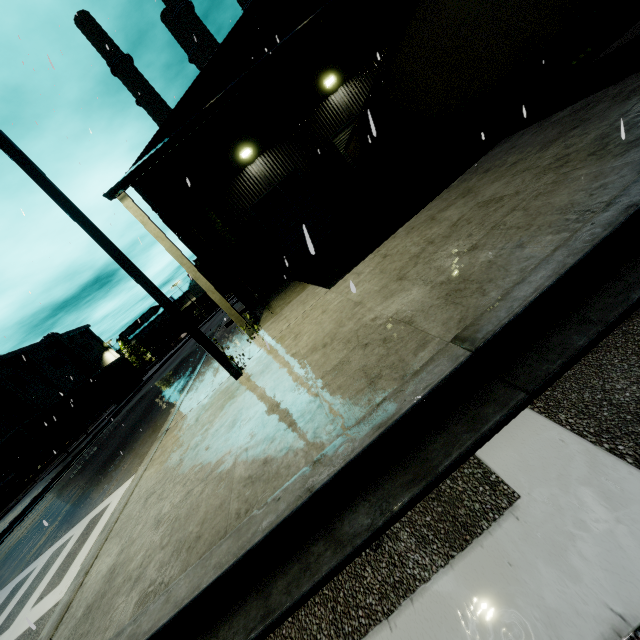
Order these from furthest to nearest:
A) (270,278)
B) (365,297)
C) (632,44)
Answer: (270,278) < (632,44) < (365,297)

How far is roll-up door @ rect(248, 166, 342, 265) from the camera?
15.20m

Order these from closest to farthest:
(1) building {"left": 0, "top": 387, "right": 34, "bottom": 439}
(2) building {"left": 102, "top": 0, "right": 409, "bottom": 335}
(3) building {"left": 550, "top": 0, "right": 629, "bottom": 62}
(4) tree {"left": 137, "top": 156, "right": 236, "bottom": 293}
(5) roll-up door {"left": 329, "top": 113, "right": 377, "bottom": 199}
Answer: (2) building {"left": 102, "top": 0, "right": 409, "bottom": 335} → (4) tree {"left": 137, "top": 156, "right": 236, "bottom": 293} → (5) roll-up door {"left": 329, "top": 113, "right": 377, "bottom": 199} → (3) building {"left": 550, "top": 0, "right": 629, "bottom": 62} → (1) building {"left": 0, "top": 387, "right": 34, "bottom": 439}

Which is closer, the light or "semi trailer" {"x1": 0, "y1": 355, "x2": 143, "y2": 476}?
the light

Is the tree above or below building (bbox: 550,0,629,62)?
above

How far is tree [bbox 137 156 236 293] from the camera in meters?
13.9 m

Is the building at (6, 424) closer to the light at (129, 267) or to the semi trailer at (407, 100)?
the semi trailer at (407, 100)

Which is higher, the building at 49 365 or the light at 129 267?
the building at 49 365
